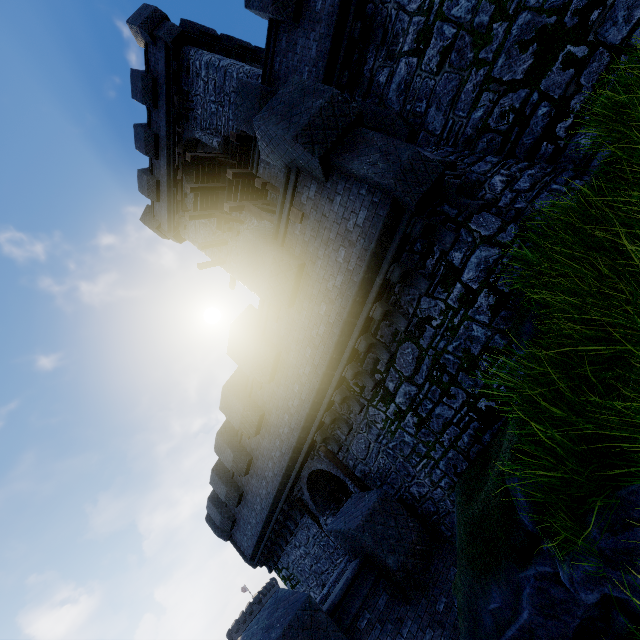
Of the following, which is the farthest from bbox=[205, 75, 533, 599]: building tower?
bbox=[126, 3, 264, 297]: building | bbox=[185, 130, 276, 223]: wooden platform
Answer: bbox=[185, 130, 276, 223]: wooden platform

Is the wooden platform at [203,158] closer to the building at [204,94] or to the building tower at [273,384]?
the building at [204,94]

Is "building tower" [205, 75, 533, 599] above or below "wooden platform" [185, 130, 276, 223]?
below

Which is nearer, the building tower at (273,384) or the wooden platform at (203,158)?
the building tower at (273,384)

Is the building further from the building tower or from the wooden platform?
the building tower

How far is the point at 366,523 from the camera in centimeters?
764cm

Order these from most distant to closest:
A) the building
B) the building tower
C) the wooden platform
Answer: the building
the wooden platform
the building tower
